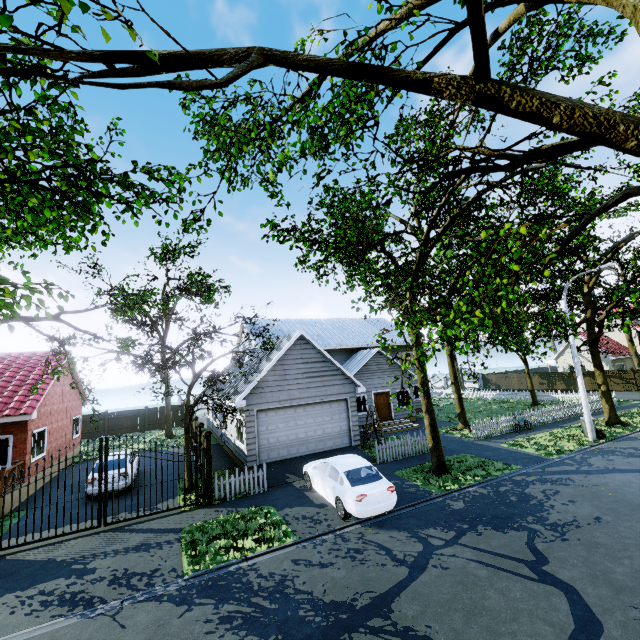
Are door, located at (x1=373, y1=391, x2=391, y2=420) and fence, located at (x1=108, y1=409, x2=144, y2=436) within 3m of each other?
no

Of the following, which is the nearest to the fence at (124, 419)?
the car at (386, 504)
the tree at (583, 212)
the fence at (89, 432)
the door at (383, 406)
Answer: the fence at (89, 432)

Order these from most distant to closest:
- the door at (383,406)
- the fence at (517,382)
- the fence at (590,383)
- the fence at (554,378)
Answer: the fence at (517,382), the fence at (554,378), the fence at (590,383), the door at (383,406)

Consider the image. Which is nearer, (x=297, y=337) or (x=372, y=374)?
(x=297, y=337)

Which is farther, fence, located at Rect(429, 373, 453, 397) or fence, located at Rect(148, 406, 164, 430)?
fence, located at Rect(429, 373, 453, 397)

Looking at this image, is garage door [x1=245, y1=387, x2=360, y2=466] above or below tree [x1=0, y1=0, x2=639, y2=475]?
below

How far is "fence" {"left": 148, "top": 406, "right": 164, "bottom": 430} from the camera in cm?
3134
